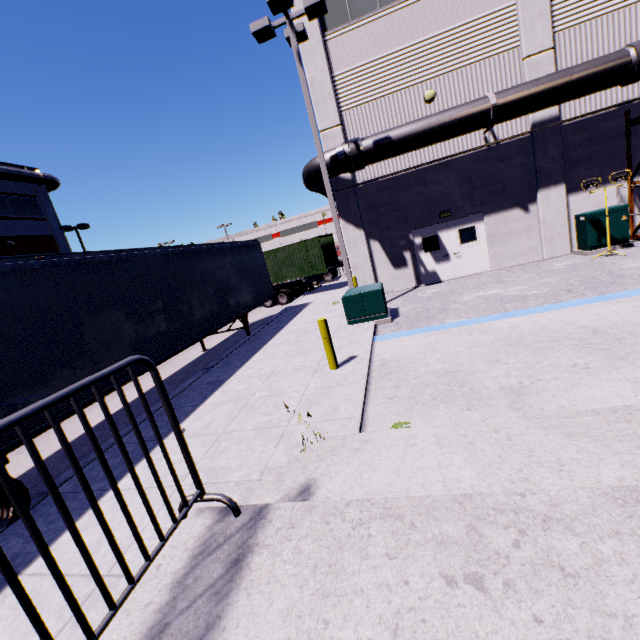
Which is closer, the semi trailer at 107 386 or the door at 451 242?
the semi trailer at 107 386

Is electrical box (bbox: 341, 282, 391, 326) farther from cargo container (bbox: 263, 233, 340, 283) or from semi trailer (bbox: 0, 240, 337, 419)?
cargo container (bbox: 263, 233, 340, 283)

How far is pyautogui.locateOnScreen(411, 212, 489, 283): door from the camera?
14.0m

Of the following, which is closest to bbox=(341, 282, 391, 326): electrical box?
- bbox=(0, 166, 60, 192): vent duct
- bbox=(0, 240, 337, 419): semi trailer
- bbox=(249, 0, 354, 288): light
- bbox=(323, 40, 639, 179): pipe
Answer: bbox=(249, 0, 354, 288): light

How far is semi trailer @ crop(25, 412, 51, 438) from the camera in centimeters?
507cm

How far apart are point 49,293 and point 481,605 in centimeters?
729cm

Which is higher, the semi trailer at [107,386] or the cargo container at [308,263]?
the cargo container at [308,263]

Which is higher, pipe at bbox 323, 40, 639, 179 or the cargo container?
pipe at bbox 323, 40, 639, 179
